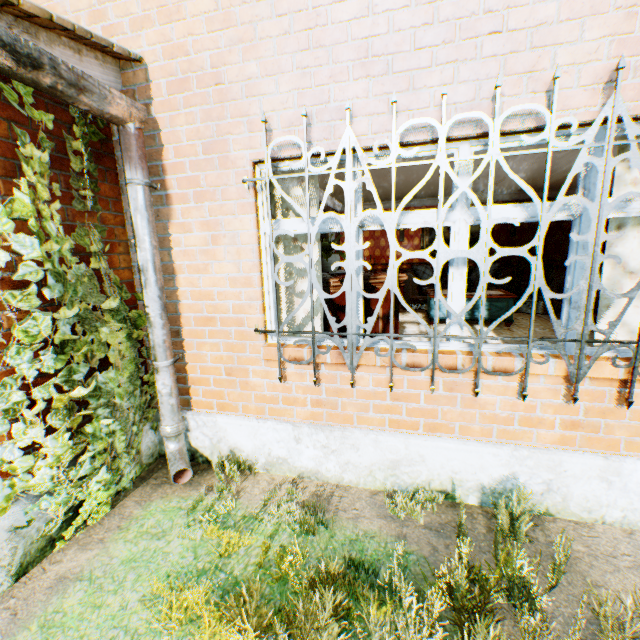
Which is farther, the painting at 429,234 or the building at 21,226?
the painting at 429,234

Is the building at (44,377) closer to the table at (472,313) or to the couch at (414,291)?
the couch at (414,291)

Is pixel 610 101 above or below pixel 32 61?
below

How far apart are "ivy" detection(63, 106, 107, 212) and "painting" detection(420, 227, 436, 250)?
8.8m

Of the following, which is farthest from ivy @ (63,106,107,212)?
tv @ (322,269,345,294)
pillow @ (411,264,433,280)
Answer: pillow @ (411,264,433,280)

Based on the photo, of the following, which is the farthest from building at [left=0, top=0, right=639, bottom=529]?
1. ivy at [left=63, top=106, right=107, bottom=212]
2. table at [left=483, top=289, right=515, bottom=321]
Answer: table at [left=483, top=289, right=515, bottom=321]

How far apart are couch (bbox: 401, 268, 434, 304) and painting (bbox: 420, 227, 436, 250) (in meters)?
0.32

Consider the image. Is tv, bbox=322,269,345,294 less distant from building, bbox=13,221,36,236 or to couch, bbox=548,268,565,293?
building, bbox=13,221,36,236
